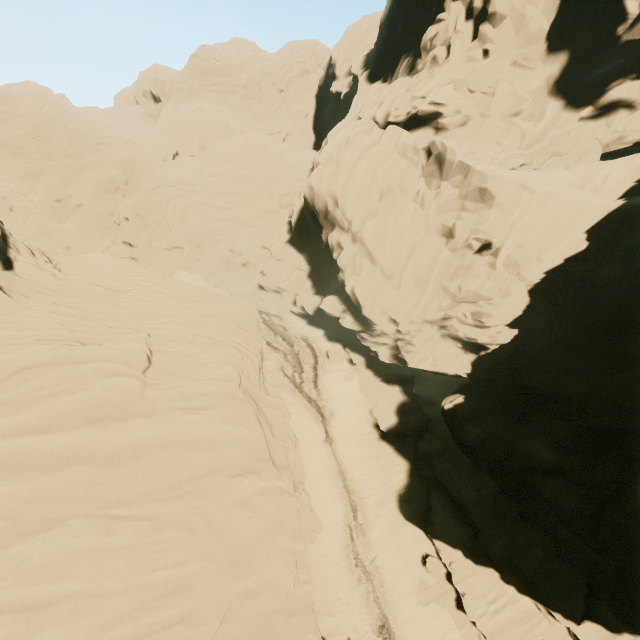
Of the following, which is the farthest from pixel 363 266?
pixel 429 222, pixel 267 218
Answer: pixel 267 218
